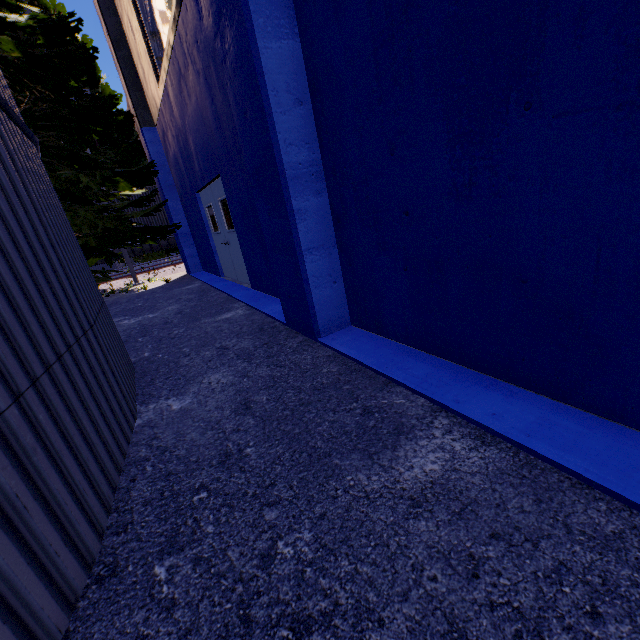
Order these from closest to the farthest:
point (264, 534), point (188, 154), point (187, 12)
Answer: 1. point (264, 534)
2. point (187, 12)
3. point (188, 154)

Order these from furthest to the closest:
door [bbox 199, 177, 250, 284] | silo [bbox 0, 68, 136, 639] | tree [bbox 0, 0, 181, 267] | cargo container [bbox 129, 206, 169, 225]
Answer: cargo container [bbox 129, 206, 169, 225] < door [bbox 199, 177, 250, 284] < tree [bbox 0, 0, 181, 267] < silo [bbox 0, 68, 136, 639]

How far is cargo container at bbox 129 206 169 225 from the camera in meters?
17.3 m

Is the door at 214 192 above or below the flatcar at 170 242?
below

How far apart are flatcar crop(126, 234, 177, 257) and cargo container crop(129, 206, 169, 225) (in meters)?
0.01

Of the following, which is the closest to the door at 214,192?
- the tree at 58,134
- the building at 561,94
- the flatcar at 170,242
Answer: the building at 561,94

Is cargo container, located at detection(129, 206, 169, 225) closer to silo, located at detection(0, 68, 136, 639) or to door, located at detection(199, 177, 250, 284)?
door, located at detection(199, 177, 250, 284)

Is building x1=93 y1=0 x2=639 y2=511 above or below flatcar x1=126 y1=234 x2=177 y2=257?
below
